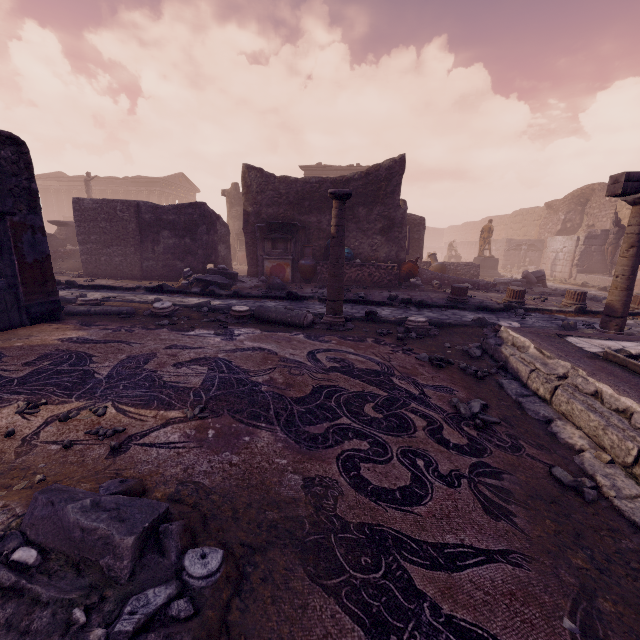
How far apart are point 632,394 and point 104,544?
3.6m

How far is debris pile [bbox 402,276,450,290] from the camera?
10.84m

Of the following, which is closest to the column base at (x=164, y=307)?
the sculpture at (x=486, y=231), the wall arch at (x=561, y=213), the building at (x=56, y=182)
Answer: the sculpture at (x=486, y=231)

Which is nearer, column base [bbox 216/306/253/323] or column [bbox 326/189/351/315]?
column [bbox 326/189/351/315]

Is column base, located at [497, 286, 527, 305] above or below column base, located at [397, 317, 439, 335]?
above

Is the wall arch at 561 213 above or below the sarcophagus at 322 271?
above

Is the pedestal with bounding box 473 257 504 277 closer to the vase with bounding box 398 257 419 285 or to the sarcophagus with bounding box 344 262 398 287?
the vase with bounding box 398 257 419 285

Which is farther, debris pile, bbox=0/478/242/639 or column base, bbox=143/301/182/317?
column base, bbox=143/301/182/317
